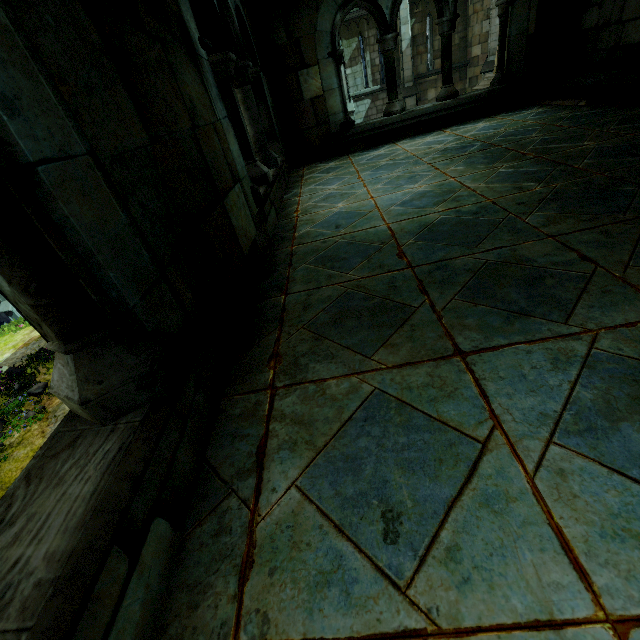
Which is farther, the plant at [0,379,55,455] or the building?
the plant at [0,379,55,455]

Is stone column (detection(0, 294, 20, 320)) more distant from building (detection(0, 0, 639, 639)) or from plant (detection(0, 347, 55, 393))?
building (detection(0, 0, 639, 639))

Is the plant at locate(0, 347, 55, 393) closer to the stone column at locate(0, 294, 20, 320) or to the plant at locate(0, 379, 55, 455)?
the plant at locate(0, 379, 55, 455)

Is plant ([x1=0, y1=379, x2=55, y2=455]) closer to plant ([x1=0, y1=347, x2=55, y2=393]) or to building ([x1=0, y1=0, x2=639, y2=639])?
plant ([x1=0, y1=347, x2=55, y2=393])

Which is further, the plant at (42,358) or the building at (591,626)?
the plant at (42,358)

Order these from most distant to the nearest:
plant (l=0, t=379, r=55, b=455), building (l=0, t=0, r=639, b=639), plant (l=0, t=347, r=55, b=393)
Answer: plant (l=0, t=347, r=55, b=393) → plant (l=0, t=379, r=55, b=455) → building (l=0, t=0, r=639, b=639)

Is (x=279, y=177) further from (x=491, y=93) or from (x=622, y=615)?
(x=622, y=615)

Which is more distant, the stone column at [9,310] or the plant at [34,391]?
the stone column at [9,310]
